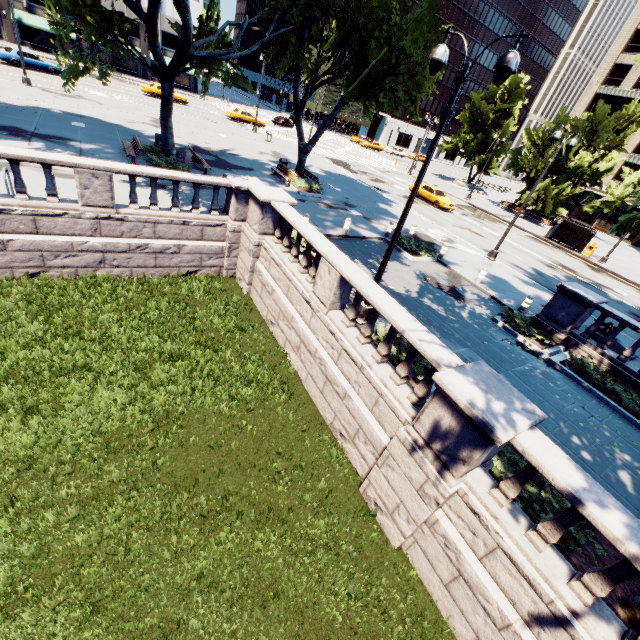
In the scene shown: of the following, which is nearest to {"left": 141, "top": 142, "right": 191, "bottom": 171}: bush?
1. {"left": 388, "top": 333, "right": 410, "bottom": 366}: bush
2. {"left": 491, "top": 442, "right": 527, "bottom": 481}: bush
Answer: {"left": 388, "top": 333, "right": 410, "bottom": 366}: bush

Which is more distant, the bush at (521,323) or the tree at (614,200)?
the tree at (614,200)

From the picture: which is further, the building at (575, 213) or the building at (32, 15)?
the building at (575, 213)

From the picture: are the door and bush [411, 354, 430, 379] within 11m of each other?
no

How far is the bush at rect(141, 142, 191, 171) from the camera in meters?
16.9

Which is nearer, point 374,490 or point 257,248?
point 374,490

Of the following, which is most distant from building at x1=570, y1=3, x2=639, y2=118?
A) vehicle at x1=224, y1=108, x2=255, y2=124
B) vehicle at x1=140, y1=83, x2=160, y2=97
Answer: vehicle at x1=140, y1=83, x2=160, y2=97

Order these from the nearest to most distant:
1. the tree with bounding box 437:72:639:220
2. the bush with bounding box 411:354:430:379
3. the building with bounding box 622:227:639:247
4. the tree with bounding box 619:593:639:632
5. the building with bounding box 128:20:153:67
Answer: the tree with bounding box 619:593:639:632 → the bush with bounding box 411:354:430:379 → the tree with bounding box 437:72:639:220 → the building with bounding box 128:20:153:67 → the building with bounding box 622:227:639:247
